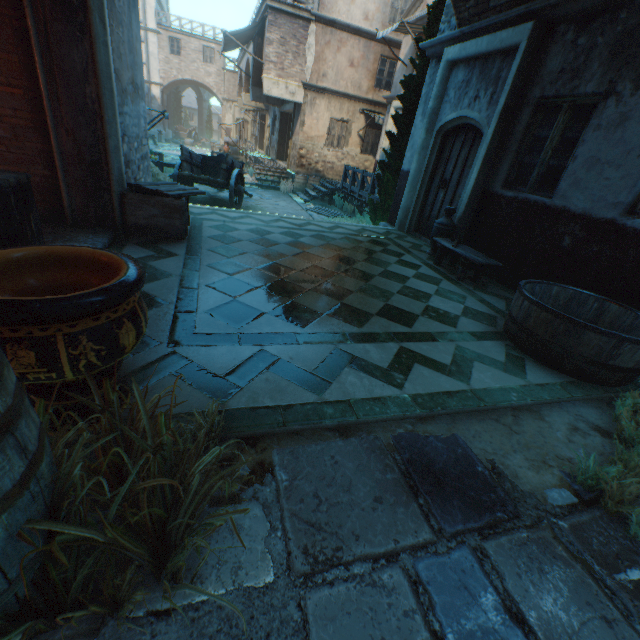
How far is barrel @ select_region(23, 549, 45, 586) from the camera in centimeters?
99cm

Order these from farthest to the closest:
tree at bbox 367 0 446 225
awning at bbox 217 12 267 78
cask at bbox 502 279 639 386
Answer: awning at bbox 217 12 267 78, tree at bbox 367 0 446 225, cask at bbox 502 279 639 386

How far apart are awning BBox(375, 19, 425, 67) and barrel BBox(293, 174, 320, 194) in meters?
6.2 m

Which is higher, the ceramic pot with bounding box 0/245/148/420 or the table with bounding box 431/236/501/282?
the ceramic pot with bounding box 0/245/148/420

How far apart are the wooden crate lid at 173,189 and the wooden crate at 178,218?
0.03m

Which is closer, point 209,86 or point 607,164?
point 607,164

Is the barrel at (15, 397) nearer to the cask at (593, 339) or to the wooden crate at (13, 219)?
the wooden crate at (13, 219)

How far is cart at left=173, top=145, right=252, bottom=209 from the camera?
10.5m
